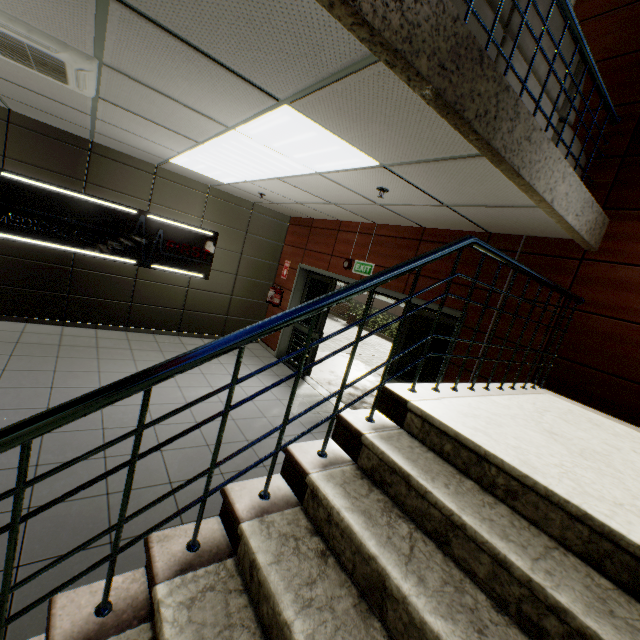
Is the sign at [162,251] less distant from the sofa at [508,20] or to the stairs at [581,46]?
the sofa at [508,20]

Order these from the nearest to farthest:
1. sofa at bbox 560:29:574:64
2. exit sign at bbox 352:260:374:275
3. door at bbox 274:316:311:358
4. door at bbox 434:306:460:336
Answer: sofa at bbox 560:29:574:64
door at bbox 434:306:460:336
exit sign at bbox 352:260:374:275
door at bbox 274:316:311:358

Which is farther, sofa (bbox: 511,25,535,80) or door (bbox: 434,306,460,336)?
door (bbox: 434,306,460,336)

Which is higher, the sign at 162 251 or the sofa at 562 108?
the sofa at 562 108

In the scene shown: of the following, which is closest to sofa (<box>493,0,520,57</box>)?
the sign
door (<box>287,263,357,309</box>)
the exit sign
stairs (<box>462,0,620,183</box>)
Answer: stairs (<box>462,0,620,183</box>)

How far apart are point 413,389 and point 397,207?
2.8m

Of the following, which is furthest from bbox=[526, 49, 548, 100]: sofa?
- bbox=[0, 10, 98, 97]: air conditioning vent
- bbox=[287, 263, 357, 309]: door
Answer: bbox=[287, 263, 357, 309]: door
